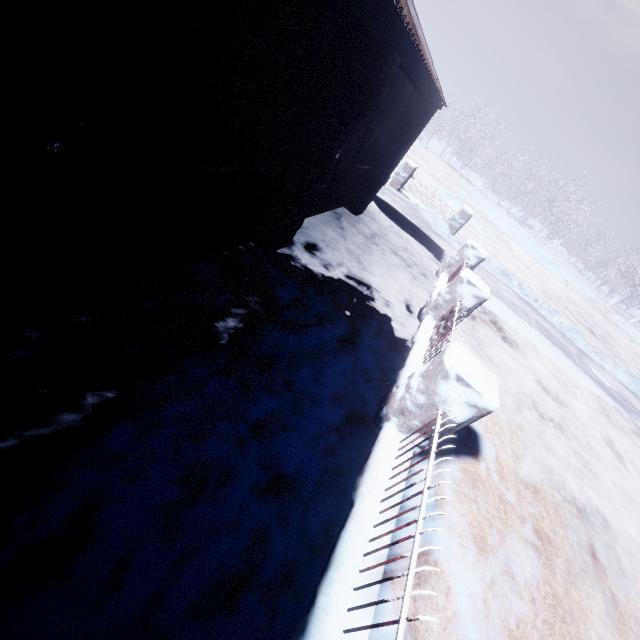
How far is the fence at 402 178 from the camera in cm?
1041

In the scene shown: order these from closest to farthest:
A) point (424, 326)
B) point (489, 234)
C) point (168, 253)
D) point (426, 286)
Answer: point (168, 253), point (424, 326), point (426, 286), point (489, 234)

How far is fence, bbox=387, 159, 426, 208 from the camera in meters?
10.4 m

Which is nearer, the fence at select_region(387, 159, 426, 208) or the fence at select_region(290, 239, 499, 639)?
the fence at select_region(290, 239, 499, 639)
